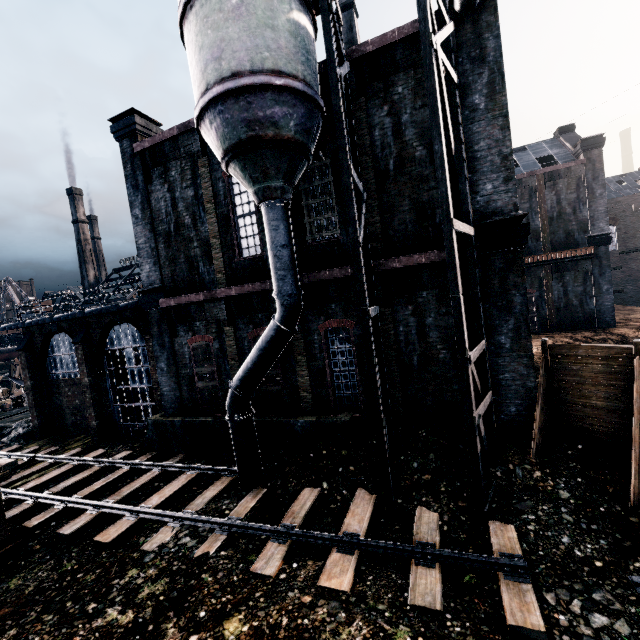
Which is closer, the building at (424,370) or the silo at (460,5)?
the silo at (460,5)

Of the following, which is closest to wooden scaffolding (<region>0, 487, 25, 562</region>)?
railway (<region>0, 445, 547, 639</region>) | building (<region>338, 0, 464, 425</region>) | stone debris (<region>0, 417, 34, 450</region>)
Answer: railway (<region>0, 445, 547, 639</region>)

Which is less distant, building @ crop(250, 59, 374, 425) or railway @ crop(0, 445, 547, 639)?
railway @ crop(0, 445, 547, 639)

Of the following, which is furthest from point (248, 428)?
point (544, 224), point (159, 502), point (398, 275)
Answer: point (544, 224)

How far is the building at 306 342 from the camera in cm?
1264

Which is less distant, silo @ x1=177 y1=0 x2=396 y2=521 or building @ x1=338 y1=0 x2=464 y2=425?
silo @ x1=177 y1=0 x2=396 y2=521

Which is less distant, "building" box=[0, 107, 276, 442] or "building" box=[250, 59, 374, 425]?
"building" box=[250, 59, 374, 425]

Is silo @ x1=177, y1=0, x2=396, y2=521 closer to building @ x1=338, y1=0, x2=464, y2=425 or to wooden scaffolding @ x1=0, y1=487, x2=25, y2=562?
building @ x1=338, y1=0, x2=464, y2=425
